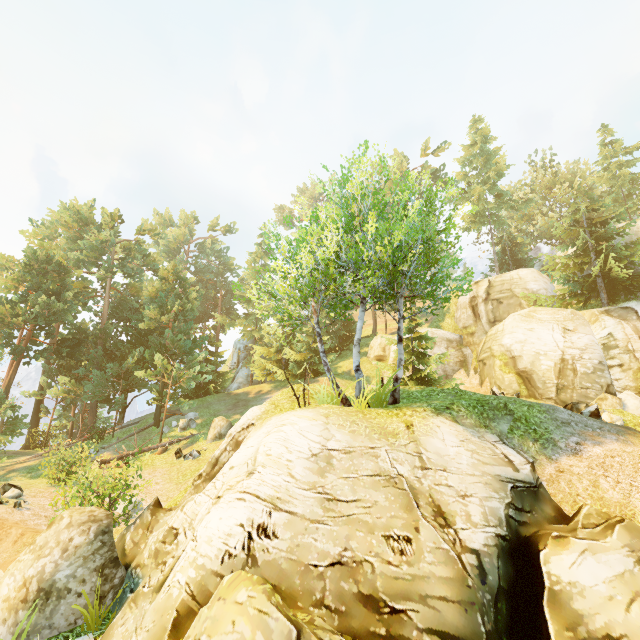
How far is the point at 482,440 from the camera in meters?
8.7

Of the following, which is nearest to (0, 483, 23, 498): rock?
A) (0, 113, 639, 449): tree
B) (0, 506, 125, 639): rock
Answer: (0, 506, 125, 639): rock

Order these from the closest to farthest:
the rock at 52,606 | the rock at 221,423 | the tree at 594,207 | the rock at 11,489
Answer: the rock at 52,606
the tree at 594,207
the rock at 11,489
the rock at 221,423

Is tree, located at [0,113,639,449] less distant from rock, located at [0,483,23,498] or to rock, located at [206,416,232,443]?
rock, located at [206,416,232,443]

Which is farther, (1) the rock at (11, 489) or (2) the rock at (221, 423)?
(2) the rock at (221, 423)

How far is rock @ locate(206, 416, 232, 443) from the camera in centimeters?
2083cm

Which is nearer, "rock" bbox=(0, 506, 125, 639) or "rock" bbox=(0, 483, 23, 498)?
"rock" bbox=(0, 506, 125, 639)

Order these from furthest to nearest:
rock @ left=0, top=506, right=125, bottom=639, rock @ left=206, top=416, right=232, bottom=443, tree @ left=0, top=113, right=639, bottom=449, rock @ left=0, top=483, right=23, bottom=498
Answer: rock @ left=206, top=416, right=232, bottom=443
rock @ left=0, top=483, right=23, bottom=498
tree @ left=0, top=113, right=639, bottom=449
rock @ left=0, top=506, right=125, bottom=639
